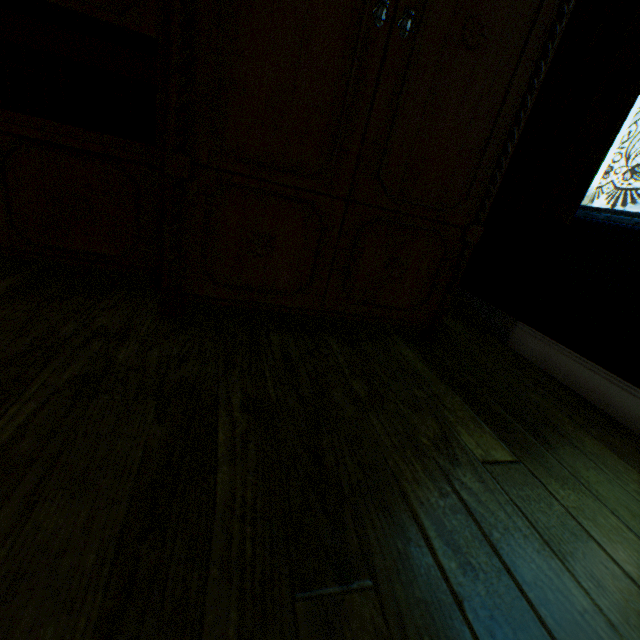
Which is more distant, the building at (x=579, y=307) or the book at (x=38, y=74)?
the book at (x=38, y=74)

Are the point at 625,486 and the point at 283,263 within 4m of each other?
yes

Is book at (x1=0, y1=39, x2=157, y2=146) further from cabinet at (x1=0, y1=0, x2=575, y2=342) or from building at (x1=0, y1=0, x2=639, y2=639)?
building at (x1=0, y1=0, x2=639, y2=639)

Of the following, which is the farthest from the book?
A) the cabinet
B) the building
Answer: the building

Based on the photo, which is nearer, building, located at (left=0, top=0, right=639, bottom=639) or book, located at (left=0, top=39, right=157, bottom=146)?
building, located at (left=0, top=0, right=639, bottom=639)

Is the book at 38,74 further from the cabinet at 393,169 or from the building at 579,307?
the building at 579,307
